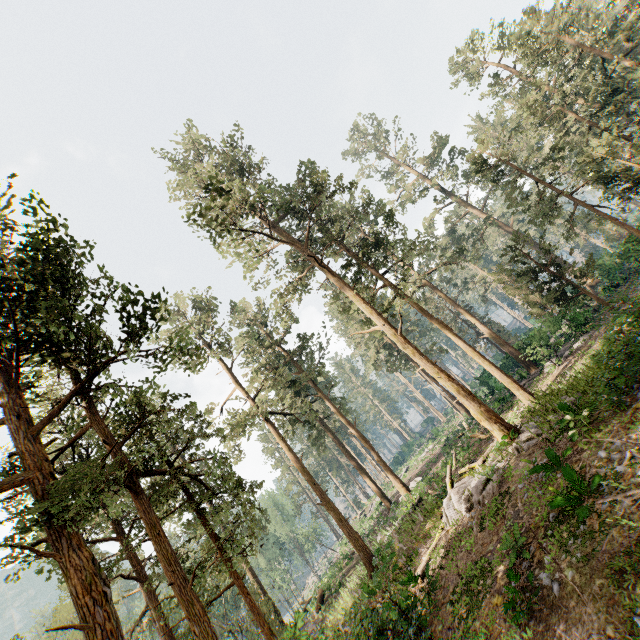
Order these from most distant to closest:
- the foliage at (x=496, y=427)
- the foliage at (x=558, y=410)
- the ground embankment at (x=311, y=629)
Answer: the ground embankment at (x=311, y=629)
the foliage at (x=558, y=410)
the foliage at (x=496, y=427)

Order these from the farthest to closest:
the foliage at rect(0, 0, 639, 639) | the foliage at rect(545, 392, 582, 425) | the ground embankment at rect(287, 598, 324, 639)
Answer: the ground embankment at rect(287, 598, 324, 639) → the foliage at rect(545, 392, 582, 425) → the foliage at rect(0, 0, 639, 639)

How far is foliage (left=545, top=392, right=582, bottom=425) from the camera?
12.38m

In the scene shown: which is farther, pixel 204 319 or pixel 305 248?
pixel 204 319

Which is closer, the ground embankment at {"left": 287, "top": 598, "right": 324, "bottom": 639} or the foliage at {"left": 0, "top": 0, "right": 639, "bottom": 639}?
the foliage at {"left": 0, "top": 0, "right": 639, "bottom": 639}

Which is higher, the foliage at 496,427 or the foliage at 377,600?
the foliage at 496,427
